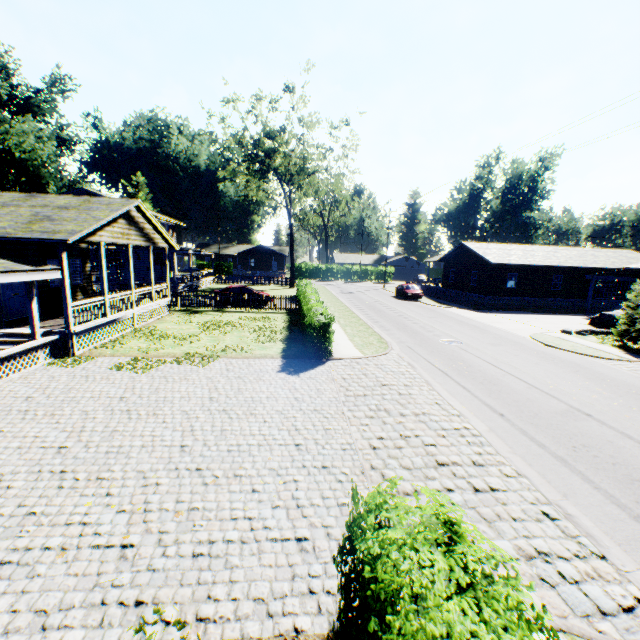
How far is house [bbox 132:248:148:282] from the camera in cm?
→ 3221

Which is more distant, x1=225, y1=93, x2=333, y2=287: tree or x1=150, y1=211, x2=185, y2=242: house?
x1=150, y1=211, x2=185, y2=242: house

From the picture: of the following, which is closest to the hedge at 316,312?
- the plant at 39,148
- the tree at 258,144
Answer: the tree at 258,144

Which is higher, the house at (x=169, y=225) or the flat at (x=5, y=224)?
the house at (x=169, y=225)

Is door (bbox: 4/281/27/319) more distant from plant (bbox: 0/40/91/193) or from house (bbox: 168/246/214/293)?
plant (bbox: 0/40/91/193)

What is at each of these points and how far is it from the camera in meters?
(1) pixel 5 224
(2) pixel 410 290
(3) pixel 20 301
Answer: (1) flat, 11.9
(2) car, 36.2
(3) door, 14.6

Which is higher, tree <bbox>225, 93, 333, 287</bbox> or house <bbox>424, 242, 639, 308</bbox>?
tree <bbox>225, 93, 333, 287</bbox>

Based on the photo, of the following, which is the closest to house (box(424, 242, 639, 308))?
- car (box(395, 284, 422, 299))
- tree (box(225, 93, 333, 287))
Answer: car (box(395, 284, 422, 299))
